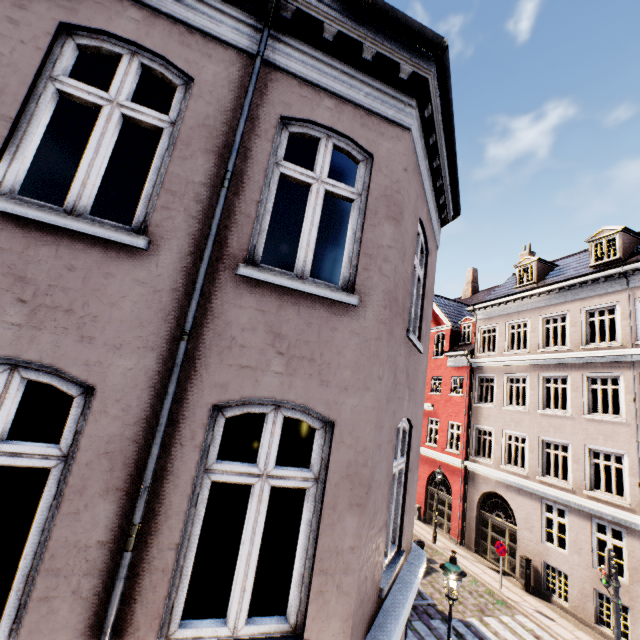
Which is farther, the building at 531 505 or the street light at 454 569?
the street light at 454 569

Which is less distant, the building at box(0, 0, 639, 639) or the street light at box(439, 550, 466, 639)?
the building at box(0, 0, 639, 639)

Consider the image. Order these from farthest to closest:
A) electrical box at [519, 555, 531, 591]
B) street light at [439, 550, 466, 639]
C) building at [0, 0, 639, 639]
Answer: electrical box at [519, 555, 531, 591], street light at [439, 550, 466, 639], building at [0, 0, 639, 639]

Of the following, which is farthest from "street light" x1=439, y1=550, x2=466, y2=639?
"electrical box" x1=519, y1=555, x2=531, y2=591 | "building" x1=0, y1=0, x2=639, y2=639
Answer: "electrical box" x1=519, y1=555, x2=531, y2=591

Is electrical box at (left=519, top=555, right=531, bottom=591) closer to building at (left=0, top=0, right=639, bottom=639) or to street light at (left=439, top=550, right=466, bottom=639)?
building at (left=0, top=0, right=639, bottom=639)

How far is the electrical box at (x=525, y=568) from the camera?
13.96m

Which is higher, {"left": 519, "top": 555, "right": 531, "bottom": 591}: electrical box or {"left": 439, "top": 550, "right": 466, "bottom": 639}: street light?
{"left": 439, "top": 550, "right": 466, "bottom": 639}: street light

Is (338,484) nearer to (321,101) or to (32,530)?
(32,530)
